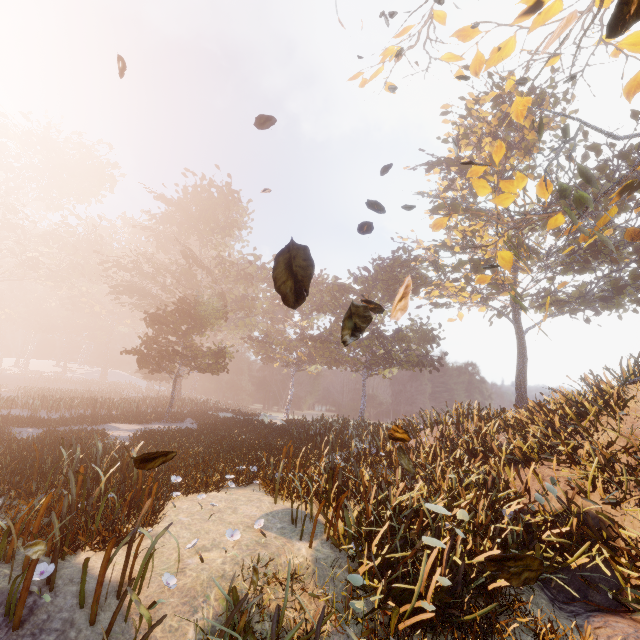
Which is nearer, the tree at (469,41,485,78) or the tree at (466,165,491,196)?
the tree at (466,165,491,196)

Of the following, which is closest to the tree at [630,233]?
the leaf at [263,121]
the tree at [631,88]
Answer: the tree at [631,88]

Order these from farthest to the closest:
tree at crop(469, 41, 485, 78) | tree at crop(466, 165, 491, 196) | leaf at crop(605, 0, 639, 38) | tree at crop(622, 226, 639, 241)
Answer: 1. tree at crop(622, 226, 639, 241)
2. tree at crop(469, 41, 485, 78)
3. tree at crop(466, 165, 491, 196)
4. leaf at crop(605, 0, 639, 38)

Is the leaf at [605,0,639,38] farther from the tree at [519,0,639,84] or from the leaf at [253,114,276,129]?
the tree at [519,0,639,84]

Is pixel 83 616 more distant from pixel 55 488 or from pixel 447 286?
pixel 447 286

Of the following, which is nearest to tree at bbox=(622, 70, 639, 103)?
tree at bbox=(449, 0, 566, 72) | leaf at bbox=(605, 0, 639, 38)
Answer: Answer: tree at bbox=(449, 0, 566, 72)

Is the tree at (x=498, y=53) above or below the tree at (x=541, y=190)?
above
